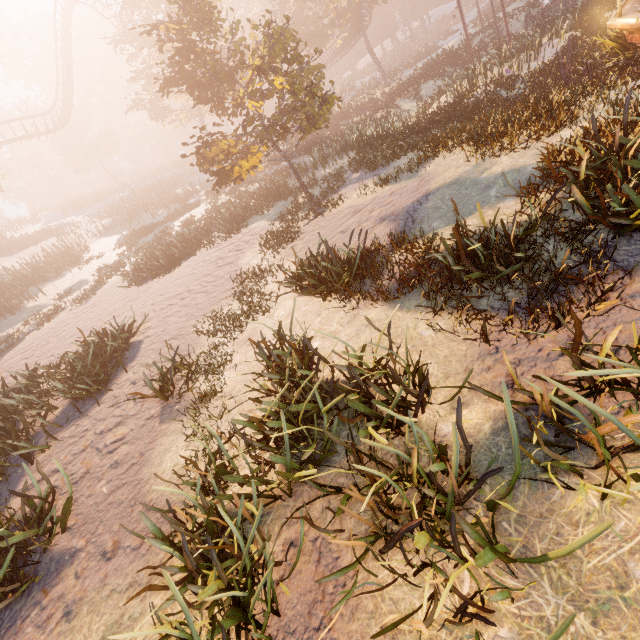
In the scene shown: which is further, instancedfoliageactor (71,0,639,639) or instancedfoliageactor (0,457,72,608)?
instancedfoliageactor (0,457,72,608)

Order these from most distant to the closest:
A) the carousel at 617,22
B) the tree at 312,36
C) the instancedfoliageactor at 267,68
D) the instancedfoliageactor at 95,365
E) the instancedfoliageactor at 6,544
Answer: the tree at 312,36, the carousel at 617,22, the instancedfoliageactor at 95,365, the instancedfoliageactor at 6,544, the instancedfoliageactor at 267,68

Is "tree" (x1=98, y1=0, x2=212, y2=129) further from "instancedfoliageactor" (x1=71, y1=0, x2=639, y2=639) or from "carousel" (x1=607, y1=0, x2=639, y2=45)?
"carousel" (x1=607, y1=0, x2=639, y2=45)

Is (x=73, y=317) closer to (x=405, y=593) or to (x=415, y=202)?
(x=415, y=202)

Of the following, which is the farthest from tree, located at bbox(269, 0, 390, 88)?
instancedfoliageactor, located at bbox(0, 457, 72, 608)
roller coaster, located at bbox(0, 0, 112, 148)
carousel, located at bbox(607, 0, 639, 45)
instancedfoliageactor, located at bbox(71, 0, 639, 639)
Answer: instancedfoliageactor, located at bbox(0, 457, 72, 608)

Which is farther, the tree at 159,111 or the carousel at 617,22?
the tree at 159,111

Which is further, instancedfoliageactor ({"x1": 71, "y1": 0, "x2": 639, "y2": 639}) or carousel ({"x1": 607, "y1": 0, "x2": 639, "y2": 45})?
carousel ({"x1": 607, "y1": 0, "x2": 639, "y2": 45})

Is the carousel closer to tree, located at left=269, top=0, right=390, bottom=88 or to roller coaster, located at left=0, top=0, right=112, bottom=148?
roller coaster, located at left=0, top=0, right=112, bottom=148
